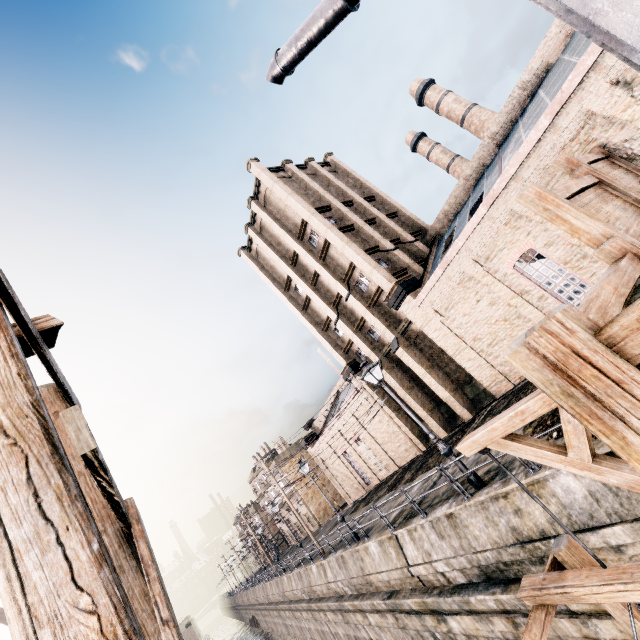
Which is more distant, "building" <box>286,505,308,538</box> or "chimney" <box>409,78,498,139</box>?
"building" <box>286,505,308,538</box>

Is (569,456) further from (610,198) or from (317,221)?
(317,221)

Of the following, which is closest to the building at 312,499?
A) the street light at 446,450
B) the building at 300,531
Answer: the building at 300,531

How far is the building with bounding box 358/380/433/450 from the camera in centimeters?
2809cm

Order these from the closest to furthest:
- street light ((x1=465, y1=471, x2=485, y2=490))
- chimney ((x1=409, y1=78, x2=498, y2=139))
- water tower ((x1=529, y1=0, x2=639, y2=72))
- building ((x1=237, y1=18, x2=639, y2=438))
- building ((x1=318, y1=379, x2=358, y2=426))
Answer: water tower ((x1=529, y1=0, x2=639, y2=72)), street light ((x1=465, y1=471, x2=485, y2=490)), building ((x1=237, y1=18, x2=639, y2=438)), building ((x1=318, y1=379, x2=358, y2=426)), chimney ((x1=409, y1=78, x2=498, y2=139))

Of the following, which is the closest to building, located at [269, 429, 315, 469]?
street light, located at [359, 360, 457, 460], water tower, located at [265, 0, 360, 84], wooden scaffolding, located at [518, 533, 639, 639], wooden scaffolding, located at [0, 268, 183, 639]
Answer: water tower, located at [265, 0, 360, 84]

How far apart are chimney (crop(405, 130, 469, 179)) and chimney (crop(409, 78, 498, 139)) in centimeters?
262cm

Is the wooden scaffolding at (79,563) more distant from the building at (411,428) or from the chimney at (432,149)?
the chimney at (432,149)
